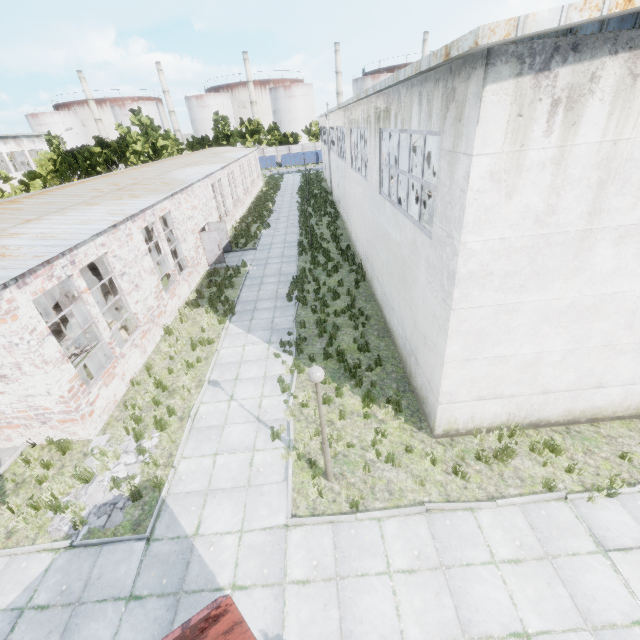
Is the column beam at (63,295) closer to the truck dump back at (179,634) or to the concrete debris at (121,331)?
the concrete debris at (121,331)

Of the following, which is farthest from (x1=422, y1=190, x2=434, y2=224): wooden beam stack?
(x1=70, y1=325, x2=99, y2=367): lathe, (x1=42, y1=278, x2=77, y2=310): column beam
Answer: (x1=70, y1=325, x2=99, y2=367): lathe

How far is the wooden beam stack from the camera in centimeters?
2311cm

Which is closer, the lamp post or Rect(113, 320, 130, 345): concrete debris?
the lamp post

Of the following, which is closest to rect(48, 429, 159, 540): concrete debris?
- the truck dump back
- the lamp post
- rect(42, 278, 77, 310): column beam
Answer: Answer: the truck dump back

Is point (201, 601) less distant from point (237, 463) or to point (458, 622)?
point (237, 463)

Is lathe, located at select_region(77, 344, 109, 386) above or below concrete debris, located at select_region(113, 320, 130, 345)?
above

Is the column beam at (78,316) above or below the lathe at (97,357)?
above
